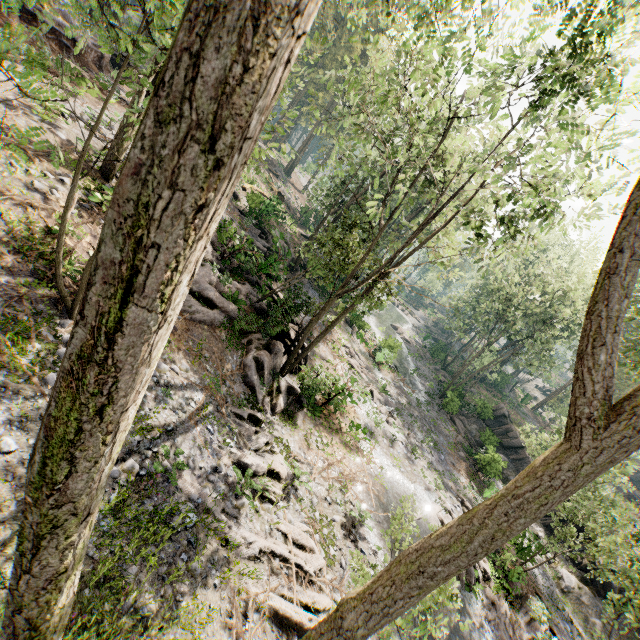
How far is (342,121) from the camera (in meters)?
20.56

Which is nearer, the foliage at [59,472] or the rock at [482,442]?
the foliage at [59,472]

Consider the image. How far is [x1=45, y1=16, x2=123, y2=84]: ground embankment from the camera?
18.4 meters

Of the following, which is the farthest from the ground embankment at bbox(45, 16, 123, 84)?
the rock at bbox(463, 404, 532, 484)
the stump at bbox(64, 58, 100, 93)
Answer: the rock at bbox(463, 404, 532, 484)

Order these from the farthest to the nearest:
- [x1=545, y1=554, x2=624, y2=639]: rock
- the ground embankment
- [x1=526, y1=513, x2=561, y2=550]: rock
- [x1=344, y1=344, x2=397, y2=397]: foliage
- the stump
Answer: [x1=344, y1=344, x2=397, y2=397]: foliage, [x1=545, y1=554, x2=624, y2=639]: rock, [x1=526, y1=513, x2=561, y2=550]: rock, the ground embankment, the stump

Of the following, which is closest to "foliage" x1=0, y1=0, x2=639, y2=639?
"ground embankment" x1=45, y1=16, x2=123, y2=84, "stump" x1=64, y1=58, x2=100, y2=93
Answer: "ground embankment" x1=45, y1=16, x2=123, y2=84

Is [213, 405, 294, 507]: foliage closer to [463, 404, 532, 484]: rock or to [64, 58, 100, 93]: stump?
[463, 404, 532, 484]: rock

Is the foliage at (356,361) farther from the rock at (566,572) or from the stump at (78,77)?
the stump at (78,77)
